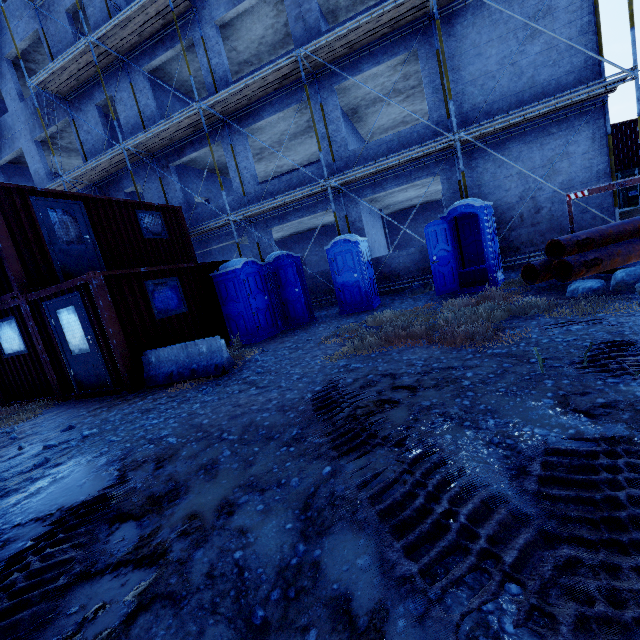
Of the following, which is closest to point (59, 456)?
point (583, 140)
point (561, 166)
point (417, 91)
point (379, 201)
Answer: point (561, 166)

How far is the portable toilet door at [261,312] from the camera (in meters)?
9.16

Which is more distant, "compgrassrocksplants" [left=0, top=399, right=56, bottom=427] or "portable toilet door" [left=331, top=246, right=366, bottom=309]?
"portable toilet door" [left=331, top=246, right=366, bottom=309]

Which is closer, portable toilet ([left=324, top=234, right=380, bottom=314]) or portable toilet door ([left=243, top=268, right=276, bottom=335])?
portable toilet door ([left=243, top=268, right=276, bottom=335])

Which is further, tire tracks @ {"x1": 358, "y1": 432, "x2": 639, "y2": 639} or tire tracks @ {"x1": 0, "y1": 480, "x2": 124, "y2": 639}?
tire tracks @ {"x1": 0, "y1": 480, "x2": 124, "y2": 639}

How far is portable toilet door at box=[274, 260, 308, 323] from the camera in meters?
9.6 m

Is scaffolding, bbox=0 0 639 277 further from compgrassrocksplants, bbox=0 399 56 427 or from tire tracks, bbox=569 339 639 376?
tire tracks, bbox=569 339 639 376

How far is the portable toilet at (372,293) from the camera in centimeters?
973cm
